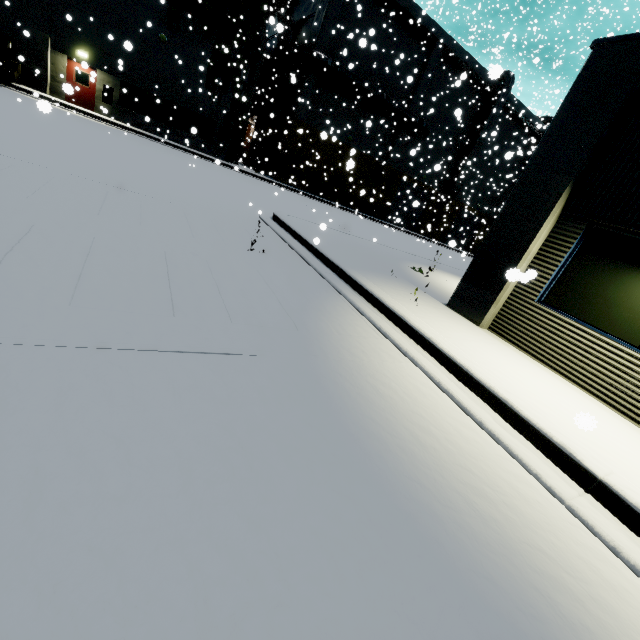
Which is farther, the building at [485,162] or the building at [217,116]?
the building at [217,116]

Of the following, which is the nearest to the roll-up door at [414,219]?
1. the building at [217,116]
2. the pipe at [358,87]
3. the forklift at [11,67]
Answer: the building at [217,116]

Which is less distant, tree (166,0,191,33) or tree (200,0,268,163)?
tree (166,0,191,33)

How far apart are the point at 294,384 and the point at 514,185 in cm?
4815

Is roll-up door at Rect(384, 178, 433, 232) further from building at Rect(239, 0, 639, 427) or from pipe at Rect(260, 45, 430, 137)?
pipe at Rect(260, 45, 430, 137)

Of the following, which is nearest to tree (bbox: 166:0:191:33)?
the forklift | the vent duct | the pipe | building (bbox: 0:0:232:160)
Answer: building (bbox: 0:0:232:160)

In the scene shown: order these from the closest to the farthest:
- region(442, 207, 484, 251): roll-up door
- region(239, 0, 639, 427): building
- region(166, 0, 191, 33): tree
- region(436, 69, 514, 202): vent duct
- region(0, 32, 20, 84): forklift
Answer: region(239, 0, 639, 427): building < region(0, 32, 20, 84): forklift < region(166, 0, 191, 33): tree < region(436, 69, 514, 202): vent duct < region(442, 207, 484, 251): roll-up door

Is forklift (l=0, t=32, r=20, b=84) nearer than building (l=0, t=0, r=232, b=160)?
Yes
